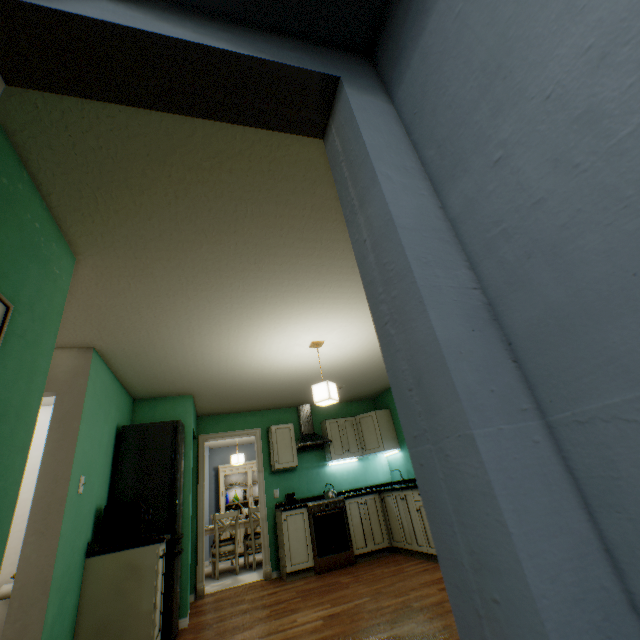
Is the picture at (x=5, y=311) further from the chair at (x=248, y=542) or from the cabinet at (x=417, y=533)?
the chair at (x=248, y=542)

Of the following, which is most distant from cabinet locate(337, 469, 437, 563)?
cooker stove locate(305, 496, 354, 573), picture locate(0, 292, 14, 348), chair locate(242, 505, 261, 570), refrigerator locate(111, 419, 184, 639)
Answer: picture locate(0, 292, 14, 348)

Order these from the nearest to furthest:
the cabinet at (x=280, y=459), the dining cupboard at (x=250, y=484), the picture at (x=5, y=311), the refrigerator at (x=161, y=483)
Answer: the picture at (x=5, y=311) → the refrigerator at (x=161, y=483) → the cabinet at (x=280, y=459) → the dining cupboard at (x=250, y=484)

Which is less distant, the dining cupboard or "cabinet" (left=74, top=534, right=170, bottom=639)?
"cabinet" (left=74, top=534, right=170, bottom=639)

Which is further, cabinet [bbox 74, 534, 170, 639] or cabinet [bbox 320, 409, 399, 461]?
cabinet [bbox 320, 409, 399, 461]

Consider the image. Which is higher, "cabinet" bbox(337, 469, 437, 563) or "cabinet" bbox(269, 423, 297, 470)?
"cabinet" bbox(269, 423, 297, 470)

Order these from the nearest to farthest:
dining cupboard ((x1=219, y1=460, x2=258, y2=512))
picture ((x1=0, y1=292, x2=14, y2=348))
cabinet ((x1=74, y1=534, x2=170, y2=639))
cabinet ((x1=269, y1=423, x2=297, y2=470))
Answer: picture ((x1=0, y1=292, x2=14, y2=348)) → cabinet ((x1=74, y1=534, x2=170, y2=639)) → cabinet ((x1=269, y1=423, x2=297, y2=470)) → dining cupboard ((x1=219, y1=460, x2=258, y2=512))

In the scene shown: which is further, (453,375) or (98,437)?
(98,437)
